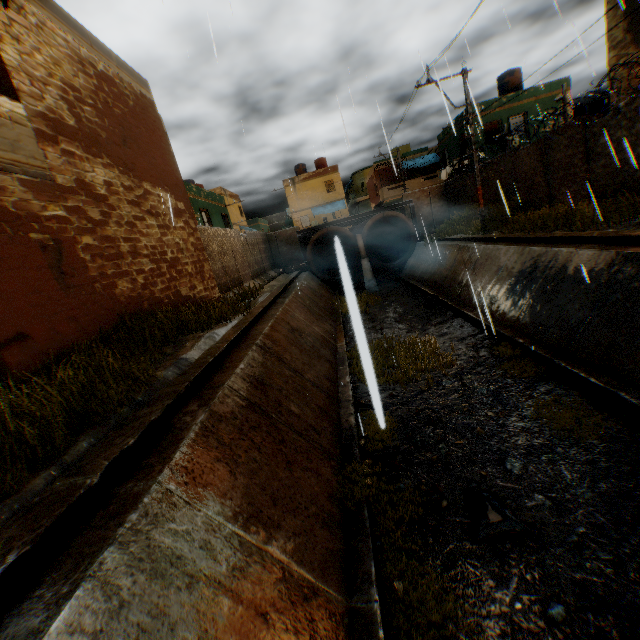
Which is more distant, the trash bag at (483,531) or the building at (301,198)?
the building at (301,198)

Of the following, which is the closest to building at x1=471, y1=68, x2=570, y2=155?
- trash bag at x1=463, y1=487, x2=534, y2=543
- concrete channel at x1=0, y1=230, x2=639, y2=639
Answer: concrete channel at x1=0, y1=230, x2=639, y2=639

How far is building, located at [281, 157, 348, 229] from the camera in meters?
38.9 m

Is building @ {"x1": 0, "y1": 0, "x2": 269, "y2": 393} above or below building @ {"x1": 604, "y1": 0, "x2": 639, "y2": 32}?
below

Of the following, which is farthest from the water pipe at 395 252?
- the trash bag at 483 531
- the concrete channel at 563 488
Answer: the trash bag at 483 531

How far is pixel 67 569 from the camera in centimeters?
236cm
